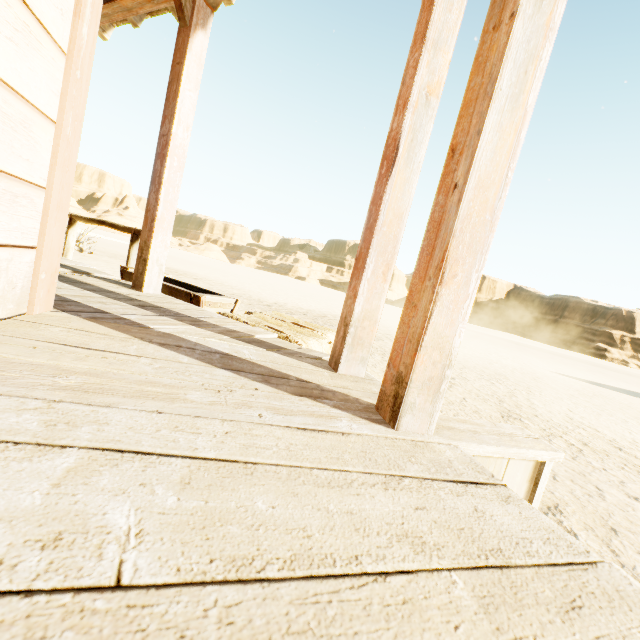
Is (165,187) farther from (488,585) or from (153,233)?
(488,585)

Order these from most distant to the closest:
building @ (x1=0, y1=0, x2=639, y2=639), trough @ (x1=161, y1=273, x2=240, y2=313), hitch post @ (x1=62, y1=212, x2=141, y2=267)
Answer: hitch post @ (x1=62, y1=212, x2=141, y2=267), trough @ (x1=161, y1=273, x2=240, y2=313), building @ (x1=0, y1=0, x2=639, y2=639)

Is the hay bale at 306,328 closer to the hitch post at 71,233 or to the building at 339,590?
the building at 339,590

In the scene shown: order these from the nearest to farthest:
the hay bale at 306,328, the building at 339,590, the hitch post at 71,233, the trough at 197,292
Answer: the building at 339,590
the hay bale at 306,328
the trough at 197,292
the hitch post at 71,233

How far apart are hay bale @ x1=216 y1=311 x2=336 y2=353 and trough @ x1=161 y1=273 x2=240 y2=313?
0.22m

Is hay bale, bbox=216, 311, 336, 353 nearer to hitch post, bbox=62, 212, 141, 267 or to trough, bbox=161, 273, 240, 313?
trough, bbox=161, 273, 240, 313

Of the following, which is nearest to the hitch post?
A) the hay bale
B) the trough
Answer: the trough

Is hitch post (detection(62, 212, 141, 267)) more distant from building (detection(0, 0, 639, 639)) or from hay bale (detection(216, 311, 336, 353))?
hay bale (detection(216, 311, 336, 353))
